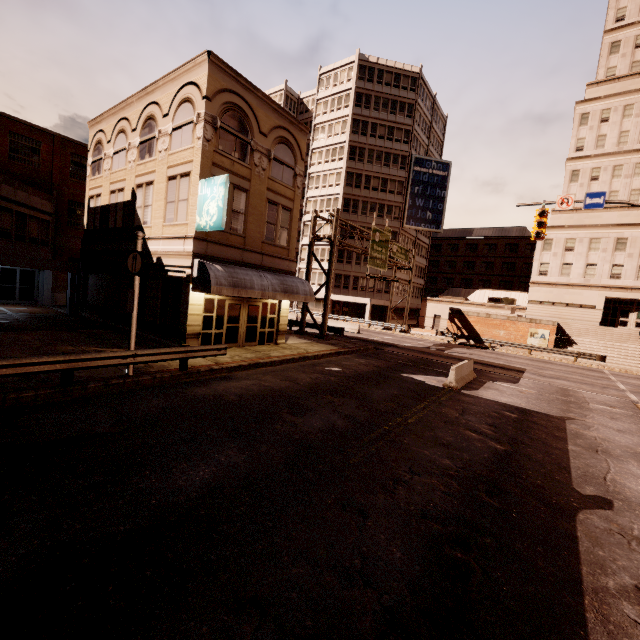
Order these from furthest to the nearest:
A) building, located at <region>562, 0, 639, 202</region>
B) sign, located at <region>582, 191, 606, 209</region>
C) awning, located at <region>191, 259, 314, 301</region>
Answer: building, located at <region>562, 0, 639, 202</region> → sign, located at <region>582, 191, 606, 209</region> → awning, located at <region>191, 259, 314, 301</region>

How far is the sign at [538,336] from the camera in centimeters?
3256cm

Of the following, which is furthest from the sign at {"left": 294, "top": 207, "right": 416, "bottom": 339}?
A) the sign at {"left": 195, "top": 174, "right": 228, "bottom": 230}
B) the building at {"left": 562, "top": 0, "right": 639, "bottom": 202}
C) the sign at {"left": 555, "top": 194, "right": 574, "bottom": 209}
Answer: the building at {"left": 562, "top": 0, "right": 639, "bottom": 202}

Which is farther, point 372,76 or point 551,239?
point 372,76

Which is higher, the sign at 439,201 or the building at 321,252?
the sign at 439,201

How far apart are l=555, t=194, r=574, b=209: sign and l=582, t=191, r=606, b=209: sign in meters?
0.3

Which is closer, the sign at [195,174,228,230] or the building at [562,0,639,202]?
A: the sign at [195,174,228,230]

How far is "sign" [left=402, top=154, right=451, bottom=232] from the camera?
48.6 meters
